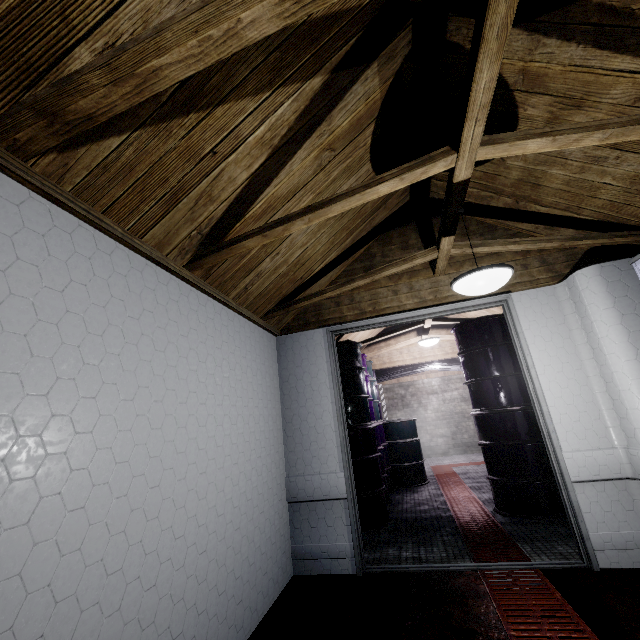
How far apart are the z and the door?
0.8m

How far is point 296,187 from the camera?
2.01m

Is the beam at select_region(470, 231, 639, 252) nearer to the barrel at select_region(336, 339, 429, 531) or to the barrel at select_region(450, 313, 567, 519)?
the barrel at select_region(450, 313, 567, 519)

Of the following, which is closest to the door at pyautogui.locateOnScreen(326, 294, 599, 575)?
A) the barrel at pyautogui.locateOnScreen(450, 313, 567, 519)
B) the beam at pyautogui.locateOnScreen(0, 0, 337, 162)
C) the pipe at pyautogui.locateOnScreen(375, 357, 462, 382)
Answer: the beam at pyautogui.locateOnScreen(0, 0, 337, 162)

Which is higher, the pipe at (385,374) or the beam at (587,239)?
the beam at (587,239)

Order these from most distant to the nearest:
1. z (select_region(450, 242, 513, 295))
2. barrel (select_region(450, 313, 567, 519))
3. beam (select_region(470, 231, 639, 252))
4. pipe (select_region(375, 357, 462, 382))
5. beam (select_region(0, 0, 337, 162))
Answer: pipe (select_region(375, 357, 462, 382)) → barrel (select_region(450, 313, 567, 519)) → beam (select_region(470, 231, 639, 252)) → z (select_region(450, 242, 513, 295)) → beam (select_region(0, 0, 337, 162))

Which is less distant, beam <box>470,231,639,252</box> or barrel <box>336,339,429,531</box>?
beam <box>470,231,639,252</box>

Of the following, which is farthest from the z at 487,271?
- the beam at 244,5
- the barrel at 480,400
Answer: the barrel at 480,400
